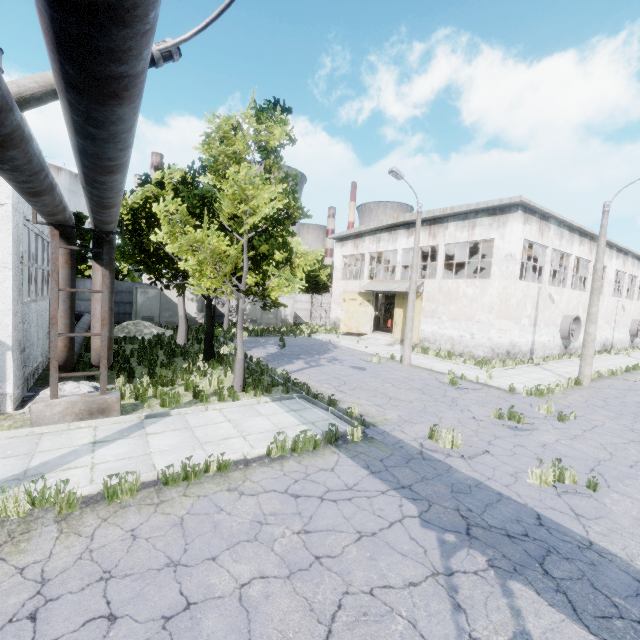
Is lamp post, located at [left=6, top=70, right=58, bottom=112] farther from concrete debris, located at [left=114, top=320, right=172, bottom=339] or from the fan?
the fan

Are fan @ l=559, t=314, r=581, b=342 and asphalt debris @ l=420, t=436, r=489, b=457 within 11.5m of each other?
no

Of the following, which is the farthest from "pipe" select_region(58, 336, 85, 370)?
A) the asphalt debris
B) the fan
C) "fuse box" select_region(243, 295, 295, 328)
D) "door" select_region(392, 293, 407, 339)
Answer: the fan

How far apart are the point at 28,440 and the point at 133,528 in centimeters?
431cm

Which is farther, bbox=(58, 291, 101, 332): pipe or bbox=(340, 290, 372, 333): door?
bbox=(340, 290, 372, 333): door

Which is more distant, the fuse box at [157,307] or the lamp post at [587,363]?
the fuse box at [157,307]

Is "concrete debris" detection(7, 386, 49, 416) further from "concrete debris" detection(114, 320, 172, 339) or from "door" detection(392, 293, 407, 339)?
"door" detection(392, 293, 407, 339)

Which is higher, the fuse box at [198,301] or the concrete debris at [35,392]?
the fuse box at [198,301]
